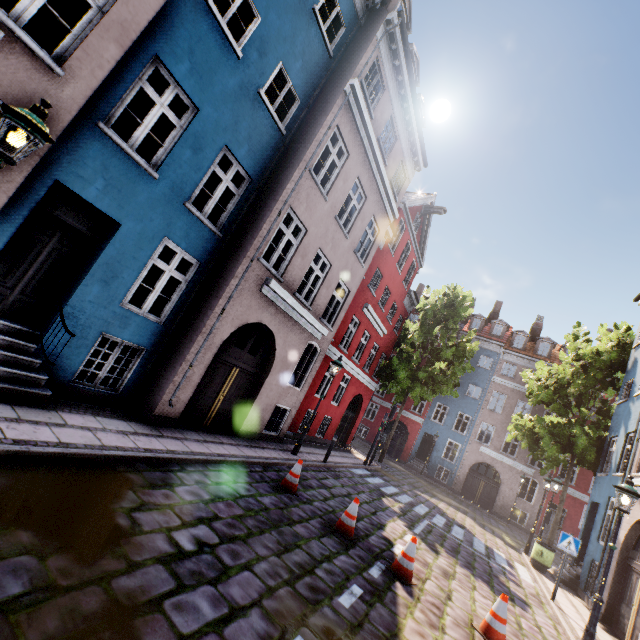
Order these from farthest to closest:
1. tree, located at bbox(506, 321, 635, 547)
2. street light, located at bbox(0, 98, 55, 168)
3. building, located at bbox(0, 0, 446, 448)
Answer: tree, located at bbox(506, 321, 635, 547) → building, located at bbox(0, 0, 446, 448) → street light, located at bbox(0, 98, 55, 168)

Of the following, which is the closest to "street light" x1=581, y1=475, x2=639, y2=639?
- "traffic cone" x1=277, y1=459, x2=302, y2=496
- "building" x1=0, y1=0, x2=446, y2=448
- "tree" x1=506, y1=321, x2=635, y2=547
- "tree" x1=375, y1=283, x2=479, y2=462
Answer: "building" x1=0, y1=0, x2=446, y2=448

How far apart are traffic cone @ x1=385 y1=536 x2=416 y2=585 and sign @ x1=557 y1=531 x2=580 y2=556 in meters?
6.7

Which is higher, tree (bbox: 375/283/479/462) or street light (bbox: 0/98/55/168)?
tree (bbox: 375/283/479/462)

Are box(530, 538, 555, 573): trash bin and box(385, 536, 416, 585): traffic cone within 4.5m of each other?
no

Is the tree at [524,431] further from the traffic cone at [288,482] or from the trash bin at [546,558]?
the traffic cone at [288,482]

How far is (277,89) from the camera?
10.77m

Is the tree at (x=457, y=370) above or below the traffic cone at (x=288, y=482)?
above
